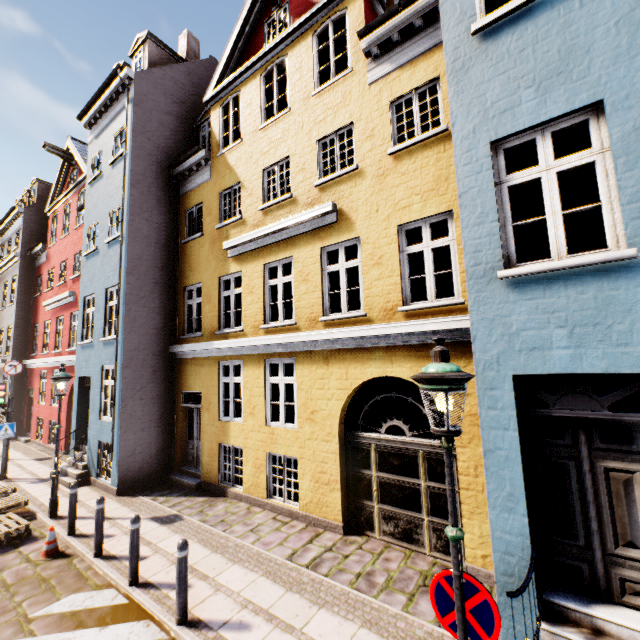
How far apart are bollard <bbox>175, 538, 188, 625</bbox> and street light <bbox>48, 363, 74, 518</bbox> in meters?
5.8 m

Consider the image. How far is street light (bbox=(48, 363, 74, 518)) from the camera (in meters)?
8.21

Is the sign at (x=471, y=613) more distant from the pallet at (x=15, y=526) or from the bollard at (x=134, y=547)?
the pallet at (x=15, y=526)

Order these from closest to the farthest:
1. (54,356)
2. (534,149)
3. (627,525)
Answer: (627,525)
(534,149)
(54,356)

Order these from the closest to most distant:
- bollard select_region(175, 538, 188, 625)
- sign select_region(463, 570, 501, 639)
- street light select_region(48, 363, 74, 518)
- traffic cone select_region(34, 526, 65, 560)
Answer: sign select_region(463, 570, 501, 639), bollard select_region(175, 538, 188, 625), traffic cone select_region(34, 526, 65, 560), street light select_region(48, 363, 74, 518)

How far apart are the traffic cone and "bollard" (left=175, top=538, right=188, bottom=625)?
3.86m

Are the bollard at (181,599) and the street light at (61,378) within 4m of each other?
no

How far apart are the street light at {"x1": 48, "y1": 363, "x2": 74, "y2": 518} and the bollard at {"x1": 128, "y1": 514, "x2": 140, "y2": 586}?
4.3m
